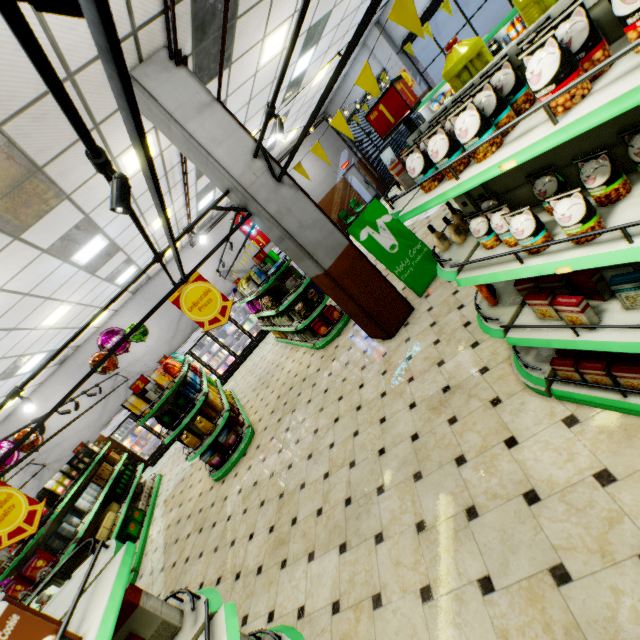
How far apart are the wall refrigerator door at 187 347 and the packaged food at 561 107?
12.9 meters

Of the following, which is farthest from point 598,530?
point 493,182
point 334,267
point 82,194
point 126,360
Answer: point 126,360

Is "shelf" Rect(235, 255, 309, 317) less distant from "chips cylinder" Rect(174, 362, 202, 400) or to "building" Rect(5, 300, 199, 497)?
"building" Rect(5, 300, 199, 497)

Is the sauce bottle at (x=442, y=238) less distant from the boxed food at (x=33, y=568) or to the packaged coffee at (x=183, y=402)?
the packaged coffee at (x=183, y=402)

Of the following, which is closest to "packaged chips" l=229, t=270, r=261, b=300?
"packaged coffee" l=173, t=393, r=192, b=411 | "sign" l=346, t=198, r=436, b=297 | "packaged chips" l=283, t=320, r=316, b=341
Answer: "packaged chips" l=283, t=320, r=316, b=341

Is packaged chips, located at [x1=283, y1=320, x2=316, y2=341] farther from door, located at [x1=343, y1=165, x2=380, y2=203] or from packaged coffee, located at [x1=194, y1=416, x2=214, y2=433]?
door, located at [x1=343, y1=165, x2=380, y2=203]

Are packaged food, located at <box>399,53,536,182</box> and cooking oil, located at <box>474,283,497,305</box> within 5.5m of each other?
yes

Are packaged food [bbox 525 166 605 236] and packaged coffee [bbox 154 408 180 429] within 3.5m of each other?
no
